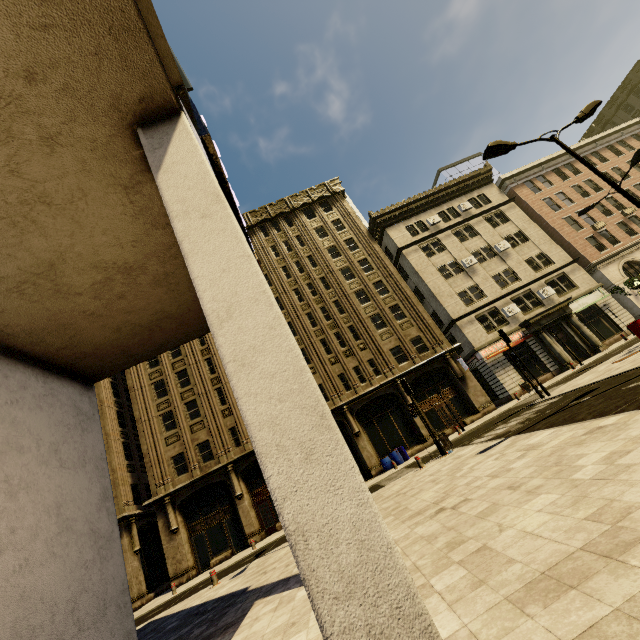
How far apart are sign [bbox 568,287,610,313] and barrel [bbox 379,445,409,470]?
19.4m

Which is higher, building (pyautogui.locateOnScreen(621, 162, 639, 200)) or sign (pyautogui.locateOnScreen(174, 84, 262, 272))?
building (pyautogui.locateOnScreen(621, 162, 639, 200))

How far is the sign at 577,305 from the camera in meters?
28.6 m

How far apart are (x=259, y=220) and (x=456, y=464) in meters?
31.0

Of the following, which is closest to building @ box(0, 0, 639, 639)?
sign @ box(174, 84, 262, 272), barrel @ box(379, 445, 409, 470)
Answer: sign @ box(174, 84, 262, 272)

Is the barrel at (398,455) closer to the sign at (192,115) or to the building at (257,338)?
the building at (257,338)

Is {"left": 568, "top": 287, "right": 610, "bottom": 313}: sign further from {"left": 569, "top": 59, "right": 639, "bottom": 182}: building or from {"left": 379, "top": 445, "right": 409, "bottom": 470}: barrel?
{"left": 379, "top": 445, "right": 409, "bottom": 470}: barrel

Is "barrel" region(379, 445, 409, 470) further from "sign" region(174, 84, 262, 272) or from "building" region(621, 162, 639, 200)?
"sign" region(174, 84, 262, 272)
